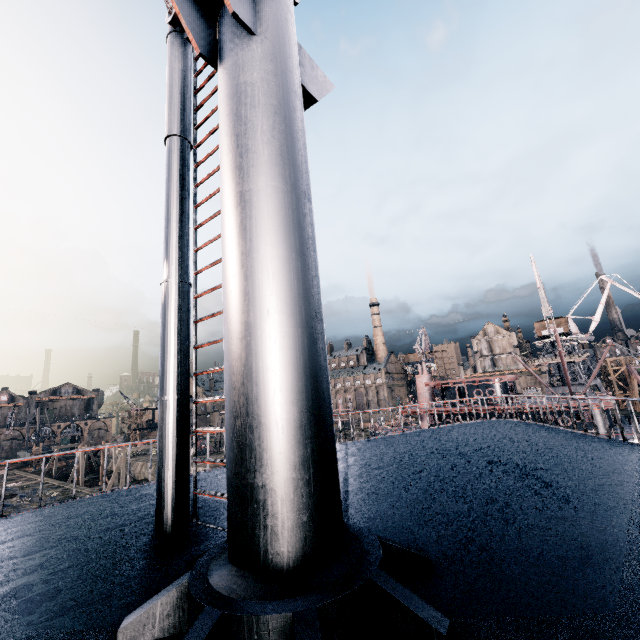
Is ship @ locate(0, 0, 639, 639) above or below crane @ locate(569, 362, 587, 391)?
above

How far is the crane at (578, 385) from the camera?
50.03m

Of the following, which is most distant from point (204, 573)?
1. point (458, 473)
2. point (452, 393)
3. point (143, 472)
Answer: point (143, 472)

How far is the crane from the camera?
50.0 meters

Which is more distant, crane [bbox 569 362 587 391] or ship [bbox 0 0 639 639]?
crane [bbox 569 362 587 391]

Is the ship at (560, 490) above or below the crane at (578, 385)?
above
